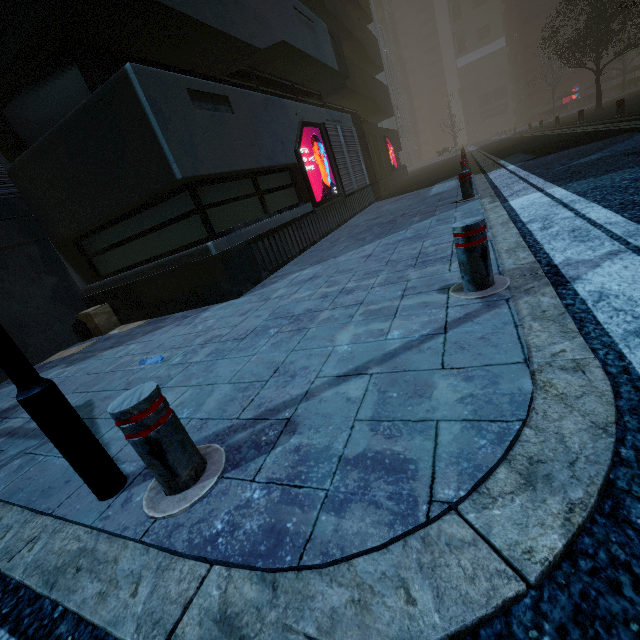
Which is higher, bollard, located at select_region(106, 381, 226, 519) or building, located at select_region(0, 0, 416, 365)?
building, located at select_region(0, 0, 416, 365)

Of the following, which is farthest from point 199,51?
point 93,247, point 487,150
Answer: point 487,150

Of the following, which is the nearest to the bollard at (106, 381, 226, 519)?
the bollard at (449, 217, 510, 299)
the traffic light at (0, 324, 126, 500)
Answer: the traffic light at (0, 324, 126, 500)

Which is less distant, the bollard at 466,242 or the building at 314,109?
the bollard at 466,242

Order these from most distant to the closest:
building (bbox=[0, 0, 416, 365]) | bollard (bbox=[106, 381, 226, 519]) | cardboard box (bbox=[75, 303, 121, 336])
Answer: cardboard box (bbox=[75, 303, 121, 336]), building (bbox=[0, 0, 416, 365]), bollard (bbox=[106, 381, 226, 519])

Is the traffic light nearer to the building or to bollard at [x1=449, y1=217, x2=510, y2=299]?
bollard at [x1=449, y1=217, x2=510, y2=299]

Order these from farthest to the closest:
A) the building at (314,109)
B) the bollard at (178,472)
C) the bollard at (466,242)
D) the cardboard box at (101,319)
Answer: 1. the cardboard box at (101,319)
2. the building at (314,109)
3. the bollard at (466,242)
4. the bollard at (178,472)

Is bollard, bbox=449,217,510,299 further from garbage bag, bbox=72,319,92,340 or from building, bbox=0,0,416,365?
garbage bag, bbox=72,319,92,340
